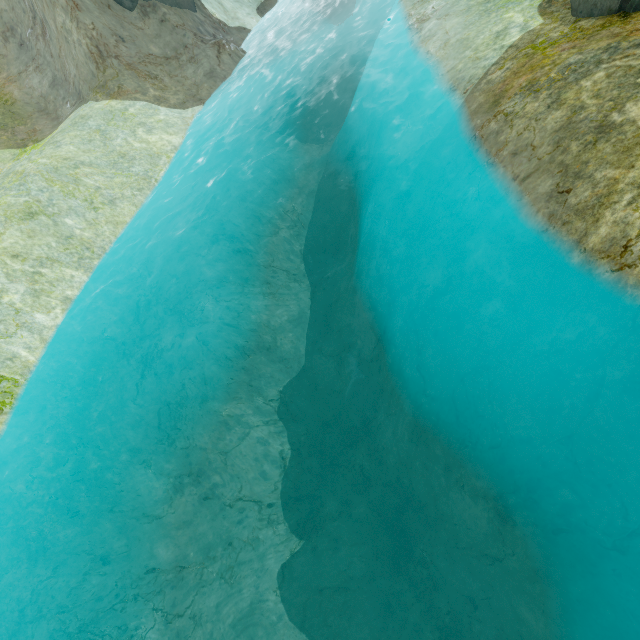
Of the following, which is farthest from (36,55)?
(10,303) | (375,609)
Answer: (375,609)
